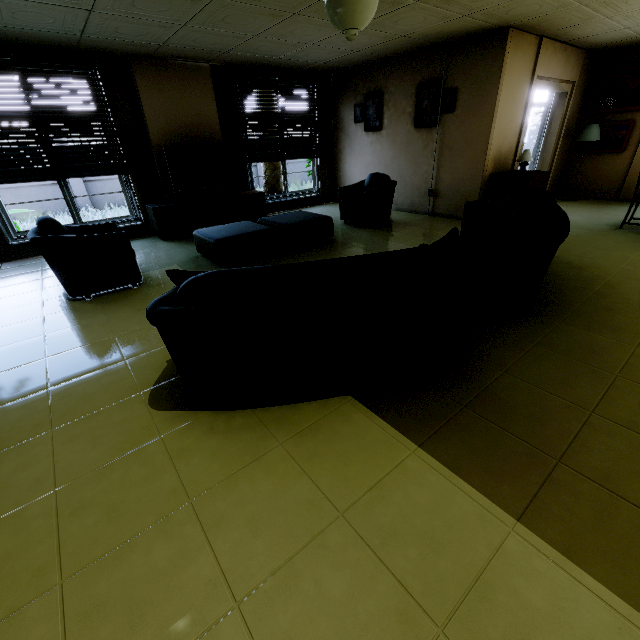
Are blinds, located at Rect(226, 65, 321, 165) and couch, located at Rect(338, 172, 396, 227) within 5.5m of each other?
yes

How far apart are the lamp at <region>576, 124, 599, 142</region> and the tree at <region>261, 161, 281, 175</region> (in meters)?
7.72

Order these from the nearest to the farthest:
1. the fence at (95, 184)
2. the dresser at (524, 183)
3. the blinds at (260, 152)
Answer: the dresser at (524, 183) < the blinds at (260, 152) < the fence at (95, 184)

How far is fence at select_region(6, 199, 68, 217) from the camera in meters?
9.5 m

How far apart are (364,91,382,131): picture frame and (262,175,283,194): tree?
4.0 meters

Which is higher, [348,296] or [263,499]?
[348,296]

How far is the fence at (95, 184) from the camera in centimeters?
1000cm

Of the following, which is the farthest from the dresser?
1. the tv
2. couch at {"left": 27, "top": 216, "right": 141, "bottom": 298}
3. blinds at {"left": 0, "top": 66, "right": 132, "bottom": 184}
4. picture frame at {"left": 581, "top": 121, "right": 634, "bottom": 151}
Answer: blinds at {"left": 0, "top": 66, "right": 132, "bottom": 184}
